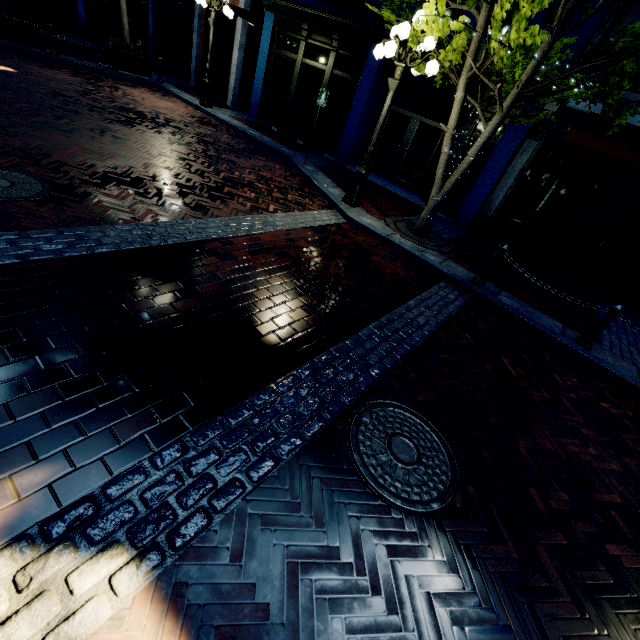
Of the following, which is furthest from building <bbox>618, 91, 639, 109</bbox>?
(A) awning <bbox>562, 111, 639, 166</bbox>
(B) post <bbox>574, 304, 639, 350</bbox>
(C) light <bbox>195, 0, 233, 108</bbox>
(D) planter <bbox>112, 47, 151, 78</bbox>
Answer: (B) post <bbox>574, 304, 639, 350</bbox>

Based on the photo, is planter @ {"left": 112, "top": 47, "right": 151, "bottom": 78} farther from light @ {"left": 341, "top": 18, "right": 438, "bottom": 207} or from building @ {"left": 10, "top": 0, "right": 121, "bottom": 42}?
light @ {"left": 341, "top": 18, "right": 438, "bottom": 207}

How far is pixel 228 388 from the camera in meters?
2.7 m

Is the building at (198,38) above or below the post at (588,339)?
above

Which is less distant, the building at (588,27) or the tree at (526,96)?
the tree at (526,96)

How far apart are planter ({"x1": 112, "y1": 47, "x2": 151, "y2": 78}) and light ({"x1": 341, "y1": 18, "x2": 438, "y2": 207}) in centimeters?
1123cm

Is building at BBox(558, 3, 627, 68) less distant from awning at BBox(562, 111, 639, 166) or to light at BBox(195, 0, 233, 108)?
awning at BBox(562, 111, 639, 166)

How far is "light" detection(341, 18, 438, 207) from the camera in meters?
5.9
